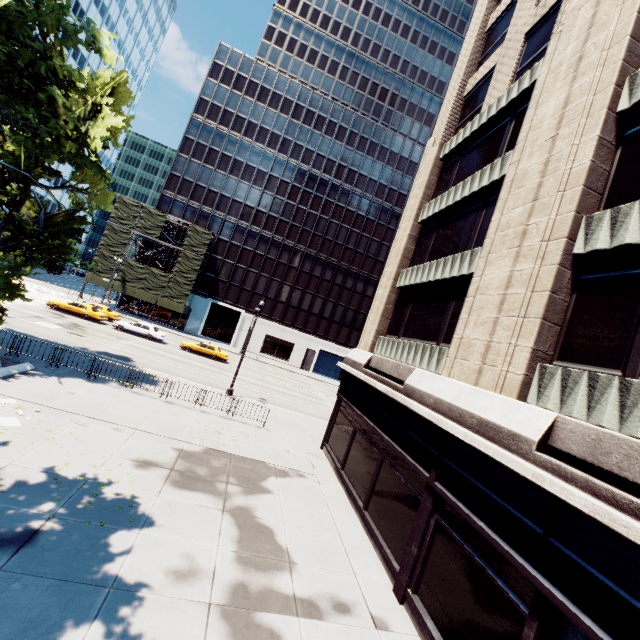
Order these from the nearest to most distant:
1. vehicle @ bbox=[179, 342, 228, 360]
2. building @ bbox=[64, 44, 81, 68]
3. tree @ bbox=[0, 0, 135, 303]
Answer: tree @ bbox=[0, 0, 135, 303]
vehicle @ bbox=[179, 342, 228, 360]
building @ bbox=[64, 44, 81, 68]

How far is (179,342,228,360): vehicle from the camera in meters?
34.9

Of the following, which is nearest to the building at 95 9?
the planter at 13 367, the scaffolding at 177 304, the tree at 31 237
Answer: the tree at 31 237

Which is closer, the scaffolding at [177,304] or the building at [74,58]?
the scaffolding at [177,304]

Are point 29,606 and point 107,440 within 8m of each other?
yes

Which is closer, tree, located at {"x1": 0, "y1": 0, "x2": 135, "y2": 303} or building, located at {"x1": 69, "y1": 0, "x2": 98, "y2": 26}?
tree, located at {"x1": 0, "y1": 0, "x2": 135, "y2": 303}

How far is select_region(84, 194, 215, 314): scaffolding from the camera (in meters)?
44.66

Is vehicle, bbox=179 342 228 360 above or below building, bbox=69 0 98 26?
below
